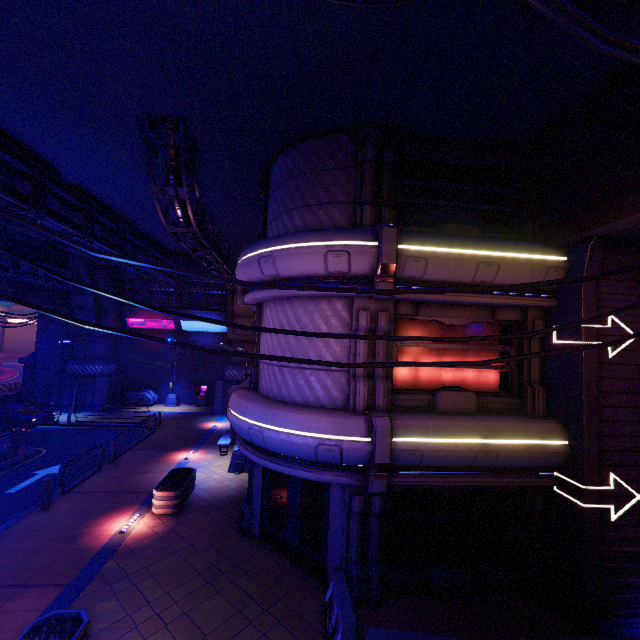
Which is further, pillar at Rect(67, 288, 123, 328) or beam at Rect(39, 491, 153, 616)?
pillar at Rect(67, 288, 123, 328)

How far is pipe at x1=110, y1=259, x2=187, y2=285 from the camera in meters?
16.8 m

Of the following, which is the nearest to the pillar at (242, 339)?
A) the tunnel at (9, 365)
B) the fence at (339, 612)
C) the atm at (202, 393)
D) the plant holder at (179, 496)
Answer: the atm at (202, 393)

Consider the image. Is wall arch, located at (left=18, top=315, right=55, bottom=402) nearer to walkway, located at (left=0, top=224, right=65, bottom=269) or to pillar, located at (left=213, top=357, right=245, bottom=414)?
walkway, located at (left=0, top=224, right=65, bottom=269)

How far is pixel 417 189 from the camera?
9.4 meters

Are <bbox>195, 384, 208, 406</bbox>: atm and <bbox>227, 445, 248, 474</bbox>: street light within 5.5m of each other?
no

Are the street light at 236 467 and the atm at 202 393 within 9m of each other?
no

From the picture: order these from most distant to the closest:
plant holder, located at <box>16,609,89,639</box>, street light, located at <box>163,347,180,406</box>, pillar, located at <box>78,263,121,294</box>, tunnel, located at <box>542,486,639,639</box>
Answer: street light, located at <box>163,347,180,406</box>
pillar, located at <box>78,263,121,294</box>
tunnel, located at <box>542,486,639,639</box>
plant holder, located at <box>16,609,89,639</box>
